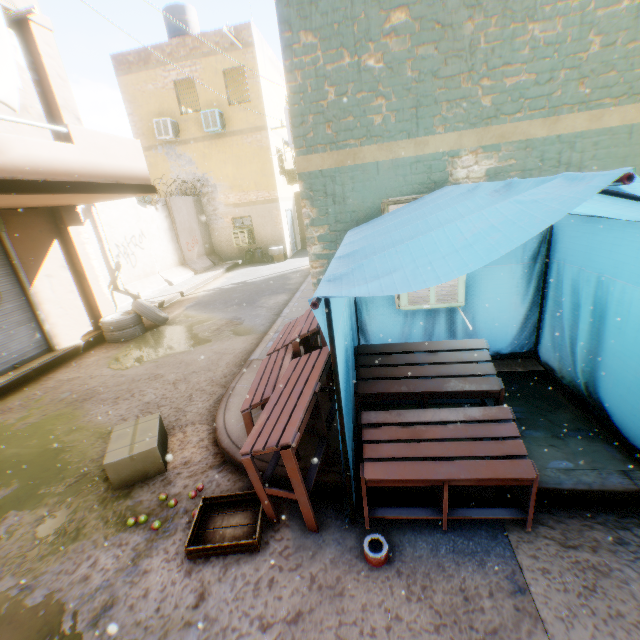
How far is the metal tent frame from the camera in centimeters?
122cm

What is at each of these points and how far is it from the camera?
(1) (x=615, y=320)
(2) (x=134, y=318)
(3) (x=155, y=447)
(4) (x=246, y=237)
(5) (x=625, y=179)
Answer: (1) tent, 3.1m
(2) wheel, 8.4m
(3) cardboard box, 3.6m
(4) window air conditioner, 16.5m
(5) metal tent frame, 1.2m

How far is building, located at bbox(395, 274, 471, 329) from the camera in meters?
4.1

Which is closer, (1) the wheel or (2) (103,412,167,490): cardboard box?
(2) (103,412,167,490): cardboard box

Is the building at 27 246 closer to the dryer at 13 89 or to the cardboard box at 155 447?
the dryer at 13 89

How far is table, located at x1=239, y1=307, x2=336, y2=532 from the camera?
2.46m

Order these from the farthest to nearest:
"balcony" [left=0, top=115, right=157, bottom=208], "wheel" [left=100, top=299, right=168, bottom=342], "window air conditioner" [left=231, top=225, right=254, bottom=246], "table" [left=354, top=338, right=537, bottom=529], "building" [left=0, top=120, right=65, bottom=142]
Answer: "window air conditioner" [left=231, top=225, right=254, bottom=246], "wheel" [left=100, top=299, right=168, bottom=342], "building" [left=0, top=120, right=65, bottom=142], "balcony" [left=0, top=115, right=157, bottom=208], "table" [left=354, top=338, right=537, bottom=529]

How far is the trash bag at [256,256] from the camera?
16.9 meters
